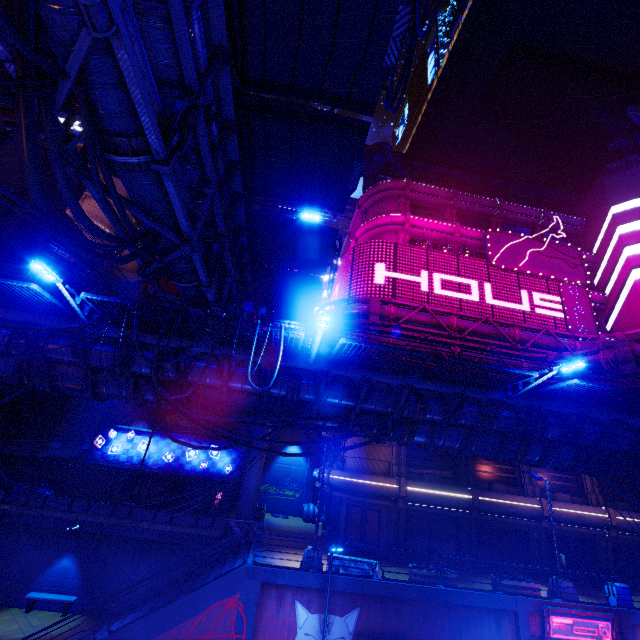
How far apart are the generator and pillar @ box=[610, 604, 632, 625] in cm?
2022

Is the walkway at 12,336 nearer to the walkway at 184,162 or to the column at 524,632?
the walkway at 184,162

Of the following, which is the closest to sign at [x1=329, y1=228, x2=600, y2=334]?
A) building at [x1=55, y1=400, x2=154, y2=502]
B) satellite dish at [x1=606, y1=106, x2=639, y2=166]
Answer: building at [x1=55, y1=400, x2=154, y2=502]

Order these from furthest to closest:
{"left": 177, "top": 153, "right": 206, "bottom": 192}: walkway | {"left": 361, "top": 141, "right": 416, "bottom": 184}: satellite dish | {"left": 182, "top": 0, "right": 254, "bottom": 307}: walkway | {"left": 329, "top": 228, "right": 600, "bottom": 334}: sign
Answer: {"left": 361, "top": 141, "right": 416, "bottom": 184}: satellite dish < {"left": 329, "top": 228, "right": 600, "bottom": 334}: sign < {"left": 177, "top": 153, "right": 206, "bottom": 192}: walkway < {"left": 182, "top": 0, "right": 254, "bottom": 307}: walkway

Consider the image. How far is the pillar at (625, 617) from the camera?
15.3m

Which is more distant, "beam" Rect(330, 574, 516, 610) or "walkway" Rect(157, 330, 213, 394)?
"beam" Rect(330, 574, 516, 610)

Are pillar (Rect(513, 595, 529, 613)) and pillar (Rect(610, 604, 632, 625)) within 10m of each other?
yes

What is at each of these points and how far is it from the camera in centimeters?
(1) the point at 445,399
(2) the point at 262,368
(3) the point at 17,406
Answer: (1) walkway, 1216cm
(2) walkway, 1258cm
(3) vent, 1923cm
